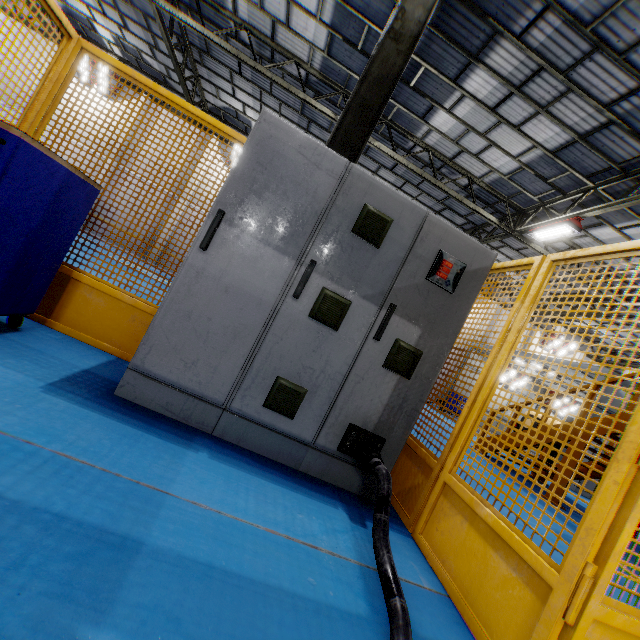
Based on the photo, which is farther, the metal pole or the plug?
the metal pole

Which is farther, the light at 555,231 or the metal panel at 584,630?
the light at 555,231

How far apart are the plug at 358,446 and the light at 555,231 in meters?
11.5

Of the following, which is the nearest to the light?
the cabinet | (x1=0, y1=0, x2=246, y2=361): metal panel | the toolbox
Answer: (x1=0, y1=0, x2=246, y2=361): metal panel

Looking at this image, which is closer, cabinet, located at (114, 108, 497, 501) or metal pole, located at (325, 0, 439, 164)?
cabinet, located at (114, 108, 497, 501)

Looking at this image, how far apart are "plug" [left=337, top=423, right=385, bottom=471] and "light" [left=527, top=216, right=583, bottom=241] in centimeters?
1155cm

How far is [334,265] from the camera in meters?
2.3 m

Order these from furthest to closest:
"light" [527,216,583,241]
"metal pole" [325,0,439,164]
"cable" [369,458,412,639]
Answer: "light" [527,216,583,241], "metal pole" [325,0,439,164], "cable" [369,458,412,639]
